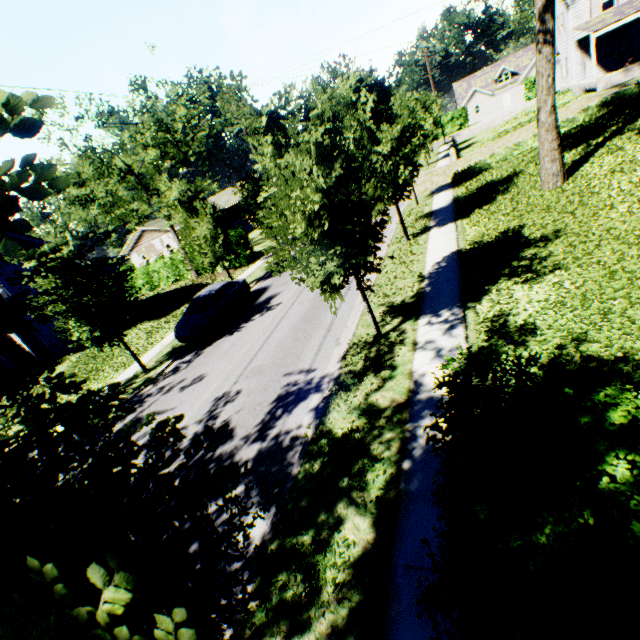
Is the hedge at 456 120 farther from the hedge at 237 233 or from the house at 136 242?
the hedge at 237 233

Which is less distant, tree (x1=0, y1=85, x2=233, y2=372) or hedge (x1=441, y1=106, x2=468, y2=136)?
tree (x1=0, y1=85, x2=233, y2=372)

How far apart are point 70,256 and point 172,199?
7.0m

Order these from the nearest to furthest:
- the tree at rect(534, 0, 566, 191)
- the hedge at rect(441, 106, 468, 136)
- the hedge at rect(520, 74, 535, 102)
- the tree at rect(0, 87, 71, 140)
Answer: the tree at rect(0, 87, 71, 140) → the tree at rect(534, 0, 566, 191) → the hedge at rect(520, 74, 535, 102) → the hedge at rect(441, 106, 468, 136)

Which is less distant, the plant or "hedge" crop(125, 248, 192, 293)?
the plant

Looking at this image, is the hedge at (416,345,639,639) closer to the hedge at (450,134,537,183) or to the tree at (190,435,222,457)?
A: the tree at (190,435,222,457)

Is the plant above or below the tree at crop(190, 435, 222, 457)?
below

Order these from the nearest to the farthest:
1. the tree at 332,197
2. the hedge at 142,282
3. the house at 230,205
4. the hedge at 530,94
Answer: the tree at 332,197
the hedge at 142,282
the house at 230,205
the hedge at 530,94
